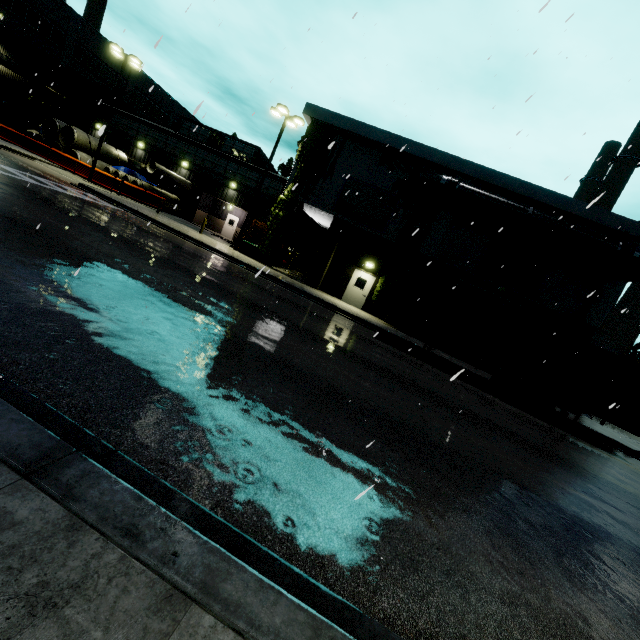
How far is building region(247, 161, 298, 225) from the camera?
21.95m

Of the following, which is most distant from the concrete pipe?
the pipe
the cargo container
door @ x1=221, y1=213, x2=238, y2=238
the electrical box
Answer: the cargo container

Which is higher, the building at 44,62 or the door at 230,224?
the building at 44,62

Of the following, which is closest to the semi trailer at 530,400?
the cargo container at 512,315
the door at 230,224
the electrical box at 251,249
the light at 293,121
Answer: the cargo container at 512,315

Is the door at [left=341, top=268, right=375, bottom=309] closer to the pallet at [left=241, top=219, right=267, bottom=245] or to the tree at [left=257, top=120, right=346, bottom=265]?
the tree at [left=257, top=120, right=346, bottom=265]

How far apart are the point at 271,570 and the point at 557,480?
7.4 meters

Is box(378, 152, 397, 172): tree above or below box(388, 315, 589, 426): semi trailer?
above

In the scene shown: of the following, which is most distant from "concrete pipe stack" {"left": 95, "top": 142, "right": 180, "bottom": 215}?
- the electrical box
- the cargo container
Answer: the cargo container
